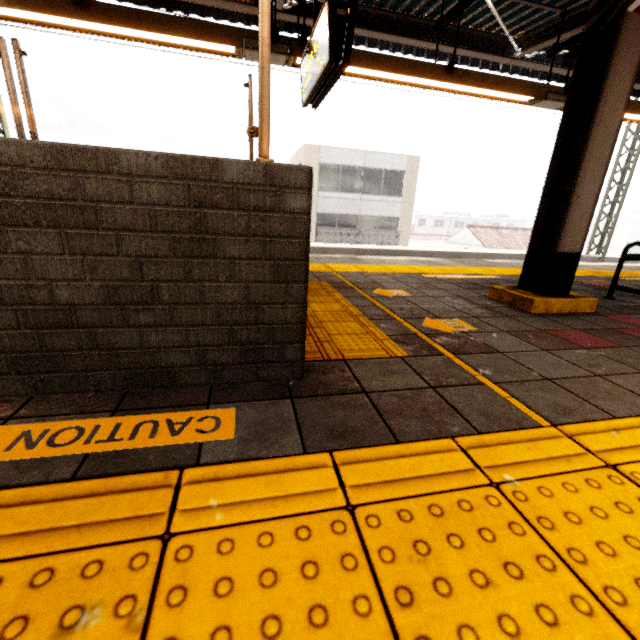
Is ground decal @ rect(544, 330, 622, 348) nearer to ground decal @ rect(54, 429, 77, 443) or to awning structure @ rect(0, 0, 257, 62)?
awning structure @ rect(0, 0, 257, 62)

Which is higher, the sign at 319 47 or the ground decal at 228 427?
the sign at 319 47

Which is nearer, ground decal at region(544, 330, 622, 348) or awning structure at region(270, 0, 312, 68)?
ground decal at region(544, 330, 622, 348)

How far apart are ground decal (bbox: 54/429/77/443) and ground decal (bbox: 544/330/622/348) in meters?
Answer: 2.6 m

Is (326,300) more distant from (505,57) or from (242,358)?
(505,57)

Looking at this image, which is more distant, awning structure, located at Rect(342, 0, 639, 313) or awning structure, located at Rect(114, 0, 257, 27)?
awning structure, located at Rect(114, 0, 257, 27)

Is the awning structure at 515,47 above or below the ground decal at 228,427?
above

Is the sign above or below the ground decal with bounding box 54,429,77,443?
above
